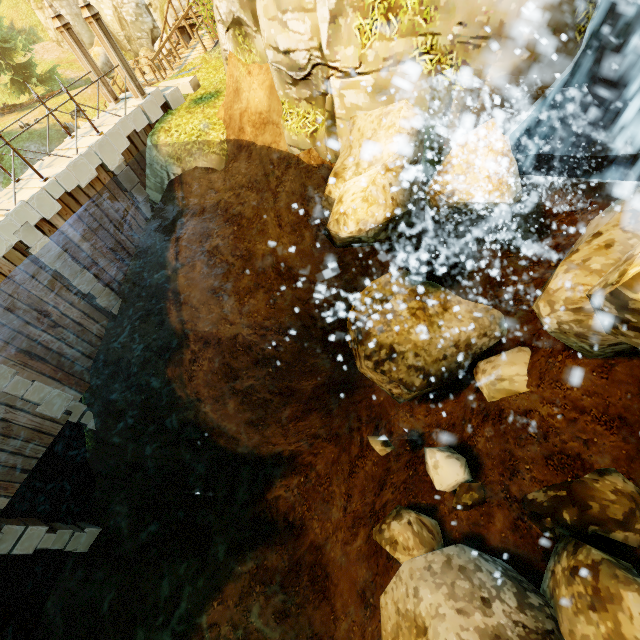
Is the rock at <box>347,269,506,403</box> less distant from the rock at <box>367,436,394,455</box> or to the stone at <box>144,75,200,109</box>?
the rock at <box>367,436,394,455</box>

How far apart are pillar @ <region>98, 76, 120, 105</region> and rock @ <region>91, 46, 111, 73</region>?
22.42m

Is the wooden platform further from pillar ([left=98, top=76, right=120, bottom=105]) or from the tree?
the tree

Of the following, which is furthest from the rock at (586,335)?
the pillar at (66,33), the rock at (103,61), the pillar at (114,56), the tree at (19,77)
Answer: the rock at (103,61)

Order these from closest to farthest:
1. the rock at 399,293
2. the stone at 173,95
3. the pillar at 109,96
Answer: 1. the rock at 399,293
2. the pillar at 109,96
3. the stone at 173,95

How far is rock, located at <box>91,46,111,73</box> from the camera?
26.28m

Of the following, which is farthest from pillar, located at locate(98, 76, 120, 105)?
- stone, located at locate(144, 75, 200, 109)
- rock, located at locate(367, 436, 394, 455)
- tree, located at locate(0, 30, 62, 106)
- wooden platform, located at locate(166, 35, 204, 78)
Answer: rock, located at locate(367, 436, 394, 455)

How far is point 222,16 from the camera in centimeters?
802cm
